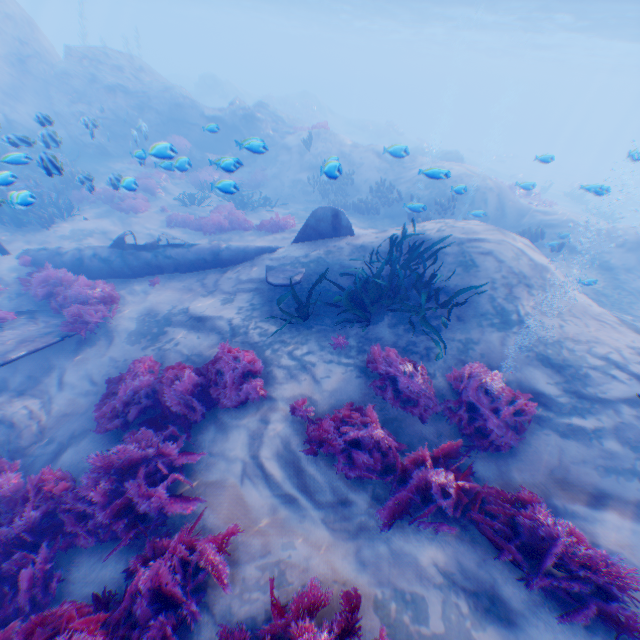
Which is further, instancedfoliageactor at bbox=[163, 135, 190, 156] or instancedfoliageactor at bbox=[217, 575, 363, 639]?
instancedfoliageactor at bbox=[163, 135, 190, 156]

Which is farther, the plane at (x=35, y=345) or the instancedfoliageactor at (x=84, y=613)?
the plane at (x=35, y=345)

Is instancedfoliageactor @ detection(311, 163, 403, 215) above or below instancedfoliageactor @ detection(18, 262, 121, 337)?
above

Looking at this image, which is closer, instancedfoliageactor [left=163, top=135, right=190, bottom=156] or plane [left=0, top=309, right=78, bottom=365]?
plane [left=0, top=309, right=78, bottom=365]

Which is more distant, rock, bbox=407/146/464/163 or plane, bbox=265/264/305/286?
rock, bbox=407/146/464/163

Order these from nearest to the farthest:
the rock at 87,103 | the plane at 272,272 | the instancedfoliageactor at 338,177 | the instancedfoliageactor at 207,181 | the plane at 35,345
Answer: the plane at 35,345 → the plane at 272,272 → the instancedfoliageactor at 207,181 → the instancedfoliageactor at 338,177 → the rock at 87,103

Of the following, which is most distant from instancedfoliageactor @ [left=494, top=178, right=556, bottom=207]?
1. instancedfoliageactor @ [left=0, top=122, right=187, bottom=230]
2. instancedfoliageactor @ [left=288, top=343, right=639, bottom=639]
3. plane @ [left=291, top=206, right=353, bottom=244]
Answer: instancedfoliageactor @ [left=288, top=343, right=639, bottom=639]

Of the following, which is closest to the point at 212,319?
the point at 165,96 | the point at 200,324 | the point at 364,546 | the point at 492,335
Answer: the point at 200,324
